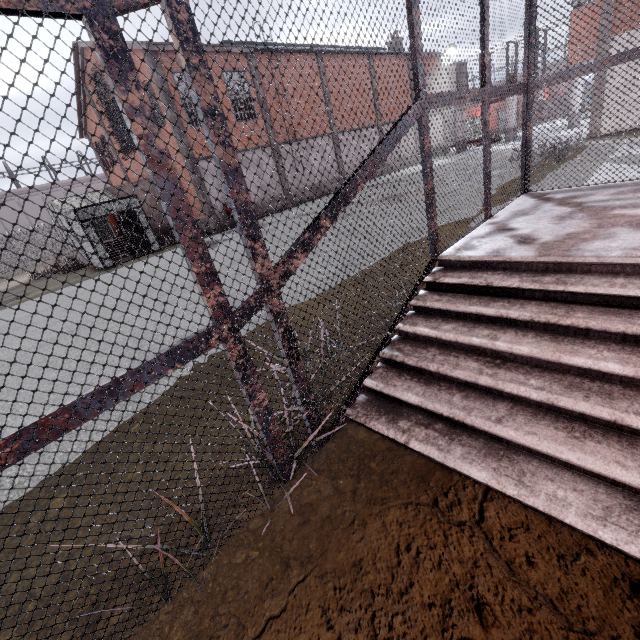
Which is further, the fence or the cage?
the fence

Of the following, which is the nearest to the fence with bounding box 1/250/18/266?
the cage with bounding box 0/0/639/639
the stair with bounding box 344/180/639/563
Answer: the cage with bounding box 0/0/639/639

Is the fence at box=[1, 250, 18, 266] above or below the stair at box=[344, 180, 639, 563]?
above

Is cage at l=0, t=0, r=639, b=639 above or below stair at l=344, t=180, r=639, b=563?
above

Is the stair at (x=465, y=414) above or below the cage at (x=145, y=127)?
below

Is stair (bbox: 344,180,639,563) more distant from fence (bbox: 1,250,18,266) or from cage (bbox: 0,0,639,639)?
fence (bbox: 1,250,18,266)

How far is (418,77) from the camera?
2.78m

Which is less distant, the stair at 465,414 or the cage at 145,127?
the cage at 145,127
